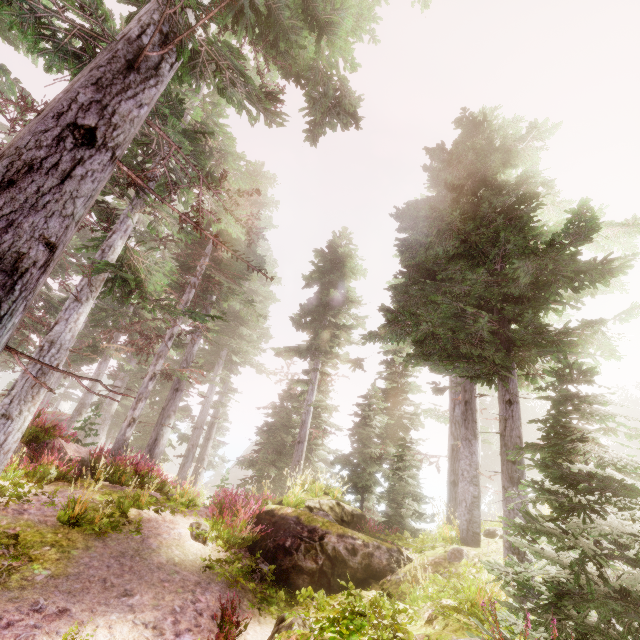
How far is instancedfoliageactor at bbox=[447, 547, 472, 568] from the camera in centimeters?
685cm

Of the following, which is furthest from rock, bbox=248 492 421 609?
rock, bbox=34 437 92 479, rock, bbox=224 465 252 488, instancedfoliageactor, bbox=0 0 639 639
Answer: rock, bbox=224 465 252 488

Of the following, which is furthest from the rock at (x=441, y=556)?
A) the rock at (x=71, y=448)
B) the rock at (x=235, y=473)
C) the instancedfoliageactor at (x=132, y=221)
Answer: the rock at (x=235, y=473)

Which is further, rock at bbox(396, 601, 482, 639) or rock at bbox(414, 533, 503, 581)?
rock at bbox(414, 533, 503, 581)

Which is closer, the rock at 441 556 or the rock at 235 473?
the rock at 441 556

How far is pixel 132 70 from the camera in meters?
3.6 m

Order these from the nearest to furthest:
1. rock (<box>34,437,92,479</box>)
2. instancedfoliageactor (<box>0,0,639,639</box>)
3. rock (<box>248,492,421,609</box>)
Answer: instancedfoliageactor (<box>0,0,639,639</box>) → rock (<box>248,492,421,609</box>) → rock (<box>34,437,92,479</box>)
